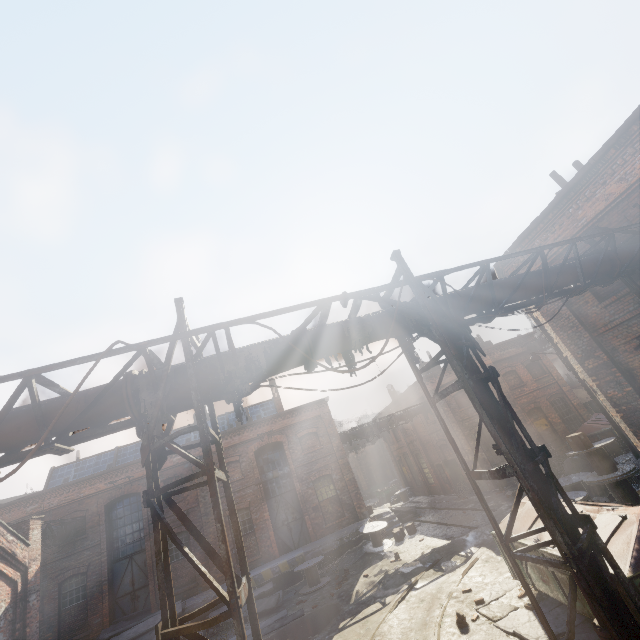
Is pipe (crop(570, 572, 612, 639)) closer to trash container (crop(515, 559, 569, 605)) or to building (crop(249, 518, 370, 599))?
trash container (crop(515, 559, 569, 605))

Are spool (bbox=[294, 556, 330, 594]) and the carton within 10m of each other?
no

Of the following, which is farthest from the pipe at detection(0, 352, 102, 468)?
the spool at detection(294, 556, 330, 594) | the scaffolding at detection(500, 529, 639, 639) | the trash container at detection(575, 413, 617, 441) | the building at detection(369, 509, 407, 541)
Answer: the building at detection(369, 509, 407, 541)

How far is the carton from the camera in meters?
10.6 m

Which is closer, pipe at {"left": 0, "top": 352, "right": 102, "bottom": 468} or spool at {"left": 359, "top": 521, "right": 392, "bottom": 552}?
pipe at {"left": 0, "top": 352, "right": 102, "bottom": 468}

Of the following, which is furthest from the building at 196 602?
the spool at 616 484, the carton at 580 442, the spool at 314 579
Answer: the carton at 580 442

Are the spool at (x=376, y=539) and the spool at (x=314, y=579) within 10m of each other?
yes

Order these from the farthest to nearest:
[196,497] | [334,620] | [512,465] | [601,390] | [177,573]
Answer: [196,497] → [177,573] → [334,620] → [601,390] → [512,465]
